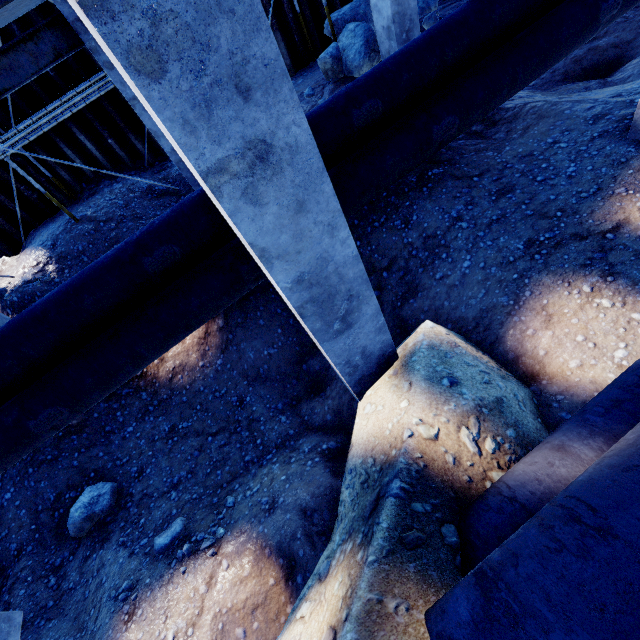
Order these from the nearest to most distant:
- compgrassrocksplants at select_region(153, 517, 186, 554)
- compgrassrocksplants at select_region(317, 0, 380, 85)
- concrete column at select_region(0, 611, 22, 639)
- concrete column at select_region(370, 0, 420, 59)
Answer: concrete column at select_region(0, 611, 22, 639), compgrassrocksplants at select_region(153, 517, 186, 554), concrete column at select_region(370, 0, 420, 59), compgrassrocksplants at select_region(317, 0, 380, 85)

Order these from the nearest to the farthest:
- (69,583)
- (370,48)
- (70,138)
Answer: (69,583) → (370,48) → (70,138)

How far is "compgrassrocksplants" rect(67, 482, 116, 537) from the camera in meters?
4.7 m

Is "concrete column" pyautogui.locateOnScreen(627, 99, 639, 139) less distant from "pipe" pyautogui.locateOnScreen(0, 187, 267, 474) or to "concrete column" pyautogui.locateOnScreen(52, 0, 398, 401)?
"pipe" pyautogui.locateOnScreen(0, 187, 267, 474)

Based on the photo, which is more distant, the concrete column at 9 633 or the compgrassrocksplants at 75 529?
the compgrassrocksplants at 75 529

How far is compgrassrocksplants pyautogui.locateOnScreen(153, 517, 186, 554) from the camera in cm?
395

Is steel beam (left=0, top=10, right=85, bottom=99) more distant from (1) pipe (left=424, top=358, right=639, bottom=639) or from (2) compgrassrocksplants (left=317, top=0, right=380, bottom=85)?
(1) pipe (left=424, top=358, right=639, bottom=639)

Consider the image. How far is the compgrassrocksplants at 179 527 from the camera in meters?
3.9
